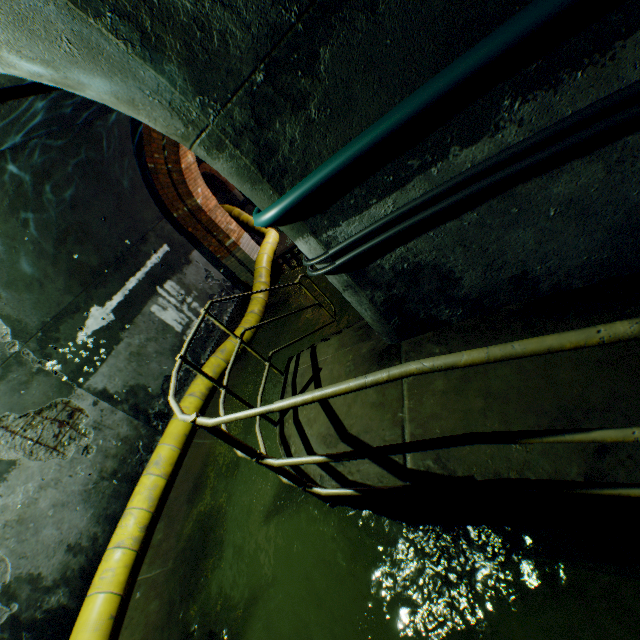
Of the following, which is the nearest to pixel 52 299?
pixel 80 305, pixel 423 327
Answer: pixel 80 305

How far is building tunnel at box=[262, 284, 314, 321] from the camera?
7.5 meters

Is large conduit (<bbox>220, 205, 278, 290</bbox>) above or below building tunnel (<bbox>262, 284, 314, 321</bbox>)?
above

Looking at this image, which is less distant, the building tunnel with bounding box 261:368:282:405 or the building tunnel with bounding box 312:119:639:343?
the building tunnel with bounding box 312:119:639:343

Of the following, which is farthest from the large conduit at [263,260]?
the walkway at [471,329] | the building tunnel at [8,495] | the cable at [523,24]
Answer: the cable at [523,24]

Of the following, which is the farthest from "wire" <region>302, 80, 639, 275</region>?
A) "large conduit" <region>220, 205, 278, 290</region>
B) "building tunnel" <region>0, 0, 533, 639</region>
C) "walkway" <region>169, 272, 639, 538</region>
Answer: "large conduit" <region>220, 205, 278, 290</region>

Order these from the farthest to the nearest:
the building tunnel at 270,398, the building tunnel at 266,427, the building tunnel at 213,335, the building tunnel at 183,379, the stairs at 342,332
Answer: the building tunnel at 213,335
the building tunnel at 183,379
the building tunnel at 270,398
the building tunnel at 266,427
the stairs at 342,332
